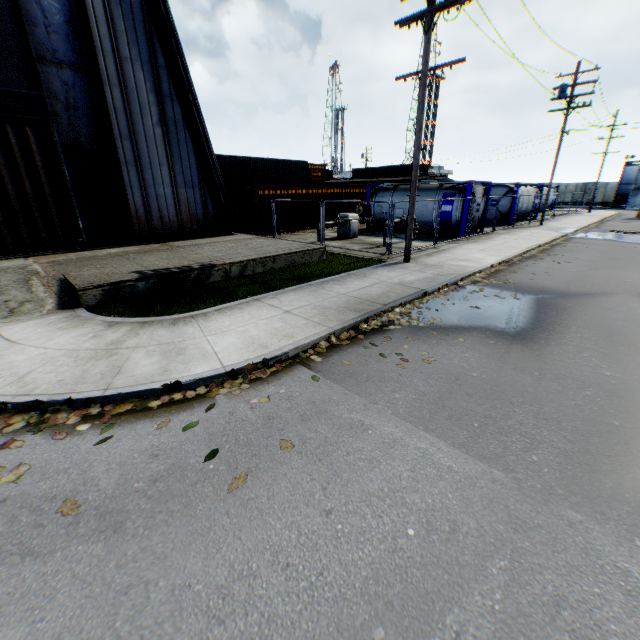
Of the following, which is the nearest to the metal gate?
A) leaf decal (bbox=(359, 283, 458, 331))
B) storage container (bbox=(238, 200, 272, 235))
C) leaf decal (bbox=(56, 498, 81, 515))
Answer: storage container (bbox=(238, 200, 272, 235))

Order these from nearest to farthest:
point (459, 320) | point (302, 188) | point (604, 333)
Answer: point (604, 333), point (459, 320), point (302, 188)

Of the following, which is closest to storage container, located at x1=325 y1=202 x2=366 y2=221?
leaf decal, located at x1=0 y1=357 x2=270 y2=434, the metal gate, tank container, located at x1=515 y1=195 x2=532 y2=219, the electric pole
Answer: tank container, located at x1=515 y1=195 x2=532 y2=219

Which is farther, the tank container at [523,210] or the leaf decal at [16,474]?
the tank container at [523,210]

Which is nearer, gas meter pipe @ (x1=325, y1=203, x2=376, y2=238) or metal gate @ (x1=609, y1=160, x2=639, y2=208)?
gas meter pipe @ (x1=325, y1=203, x2=376, y2=238)

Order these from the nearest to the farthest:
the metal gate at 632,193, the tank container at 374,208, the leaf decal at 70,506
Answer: the leaf decal at 70,506 < the tank container at 374,208 < the metal gate at 632,193

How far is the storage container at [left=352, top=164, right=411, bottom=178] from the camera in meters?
46.1 m

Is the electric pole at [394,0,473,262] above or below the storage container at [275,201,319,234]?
above
